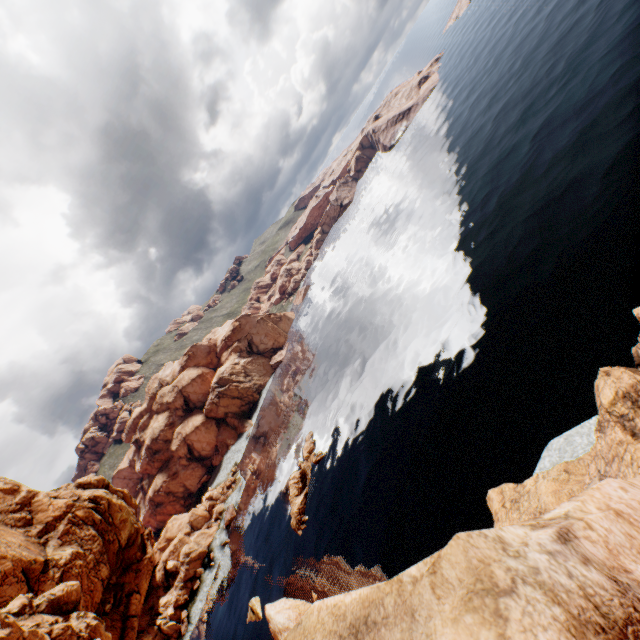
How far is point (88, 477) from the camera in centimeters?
4606cm

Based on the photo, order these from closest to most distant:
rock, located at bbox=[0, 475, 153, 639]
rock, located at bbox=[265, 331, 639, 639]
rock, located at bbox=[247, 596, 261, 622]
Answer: rock, located at bbox=[265, 331, 639, 639], rock, located at bbox=[0, 475, 153, 639], rock, located at bbox=[247, 596, 261, 622]

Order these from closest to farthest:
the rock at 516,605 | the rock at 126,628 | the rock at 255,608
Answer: the rock at 516,605 < the rock at 126,628 < the rock at 255,608

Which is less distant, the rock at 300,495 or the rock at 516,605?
the rock at 516,605

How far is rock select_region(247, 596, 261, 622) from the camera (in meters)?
47.06

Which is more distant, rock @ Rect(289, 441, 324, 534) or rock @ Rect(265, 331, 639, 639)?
rock @ Rect(289, 441, 324, 534)

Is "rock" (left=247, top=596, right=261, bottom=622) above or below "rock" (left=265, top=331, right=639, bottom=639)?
below
